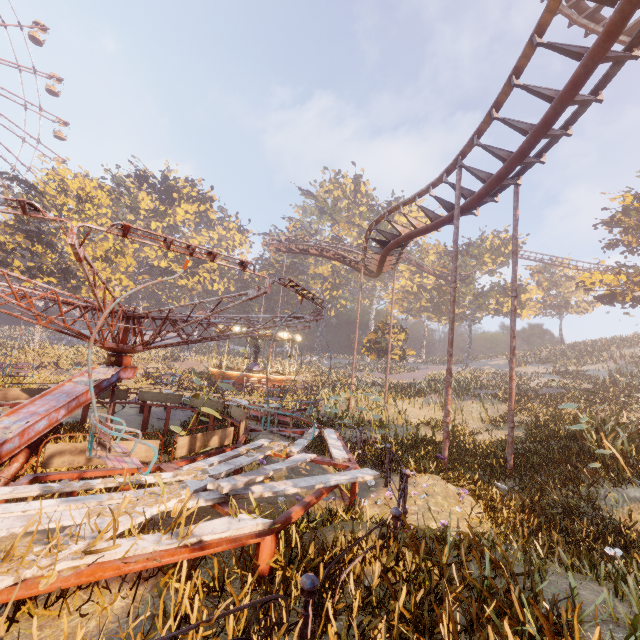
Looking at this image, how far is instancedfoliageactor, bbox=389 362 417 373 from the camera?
44.8 meters

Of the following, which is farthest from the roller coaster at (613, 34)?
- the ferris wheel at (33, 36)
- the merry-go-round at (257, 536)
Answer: the ferris wheel at (33, 36)

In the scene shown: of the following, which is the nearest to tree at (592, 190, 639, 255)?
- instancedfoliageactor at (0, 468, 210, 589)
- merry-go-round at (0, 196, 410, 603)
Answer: merry-go-round at (0, 196, 410, 603)

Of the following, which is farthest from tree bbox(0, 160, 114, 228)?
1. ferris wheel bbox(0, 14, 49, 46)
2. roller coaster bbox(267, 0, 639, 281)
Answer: ferris wheel bbox(0, 14, 49, 46)

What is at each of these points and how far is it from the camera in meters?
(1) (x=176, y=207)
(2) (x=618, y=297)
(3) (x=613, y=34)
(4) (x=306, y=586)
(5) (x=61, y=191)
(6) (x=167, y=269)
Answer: (1) instancedfoliageactor, 50.3 m
(2) tree, 22.2 m
(3) roller coaster, 6.4 m
(4) merry-go-round, 2.7 m
(5) tree, 30.6 m
(6) instancedfoliageactor, 48.2 m

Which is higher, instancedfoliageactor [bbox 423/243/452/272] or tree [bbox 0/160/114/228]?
instancedfoliageactor [bbox 423/243/452/272]

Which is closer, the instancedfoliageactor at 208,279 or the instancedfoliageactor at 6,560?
the instancedfoliageactor at 6,560

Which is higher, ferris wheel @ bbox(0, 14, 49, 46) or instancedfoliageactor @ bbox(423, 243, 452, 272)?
ferris wheel @ bbox(0, 14, 49, 46)
